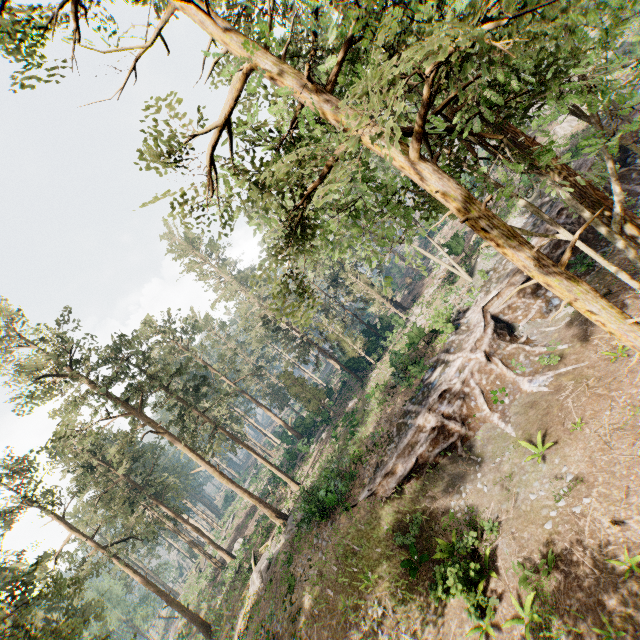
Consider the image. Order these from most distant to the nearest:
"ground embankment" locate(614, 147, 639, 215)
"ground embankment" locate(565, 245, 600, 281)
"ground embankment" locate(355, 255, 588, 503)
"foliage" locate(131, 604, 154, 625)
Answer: "foliage" locate(131, 604, 154, 625), "ground embankment" locate(614, 147, 639, 215), "ground embankment" locate(565, 245, 600, 281), "ground embankment" locate(355, 255, 588, 503)

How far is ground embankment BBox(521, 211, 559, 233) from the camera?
23.81m

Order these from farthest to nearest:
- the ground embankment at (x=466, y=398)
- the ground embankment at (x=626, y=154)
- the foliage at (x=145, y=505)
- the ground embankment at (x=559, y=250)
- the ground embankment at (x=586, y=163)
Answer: the ground embankment at (x=586, y=163)
the ground embankment at (x=559, y=250)
the ground embankment at (x=626, y=154)
the ground embankment at (x=466, y=398)
the foliage at (x=145, y=505)

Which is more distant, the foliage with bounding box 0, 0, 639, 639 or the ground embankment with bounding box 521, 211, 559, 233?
the ground embankment with bounding box 521, 211, 559, 233

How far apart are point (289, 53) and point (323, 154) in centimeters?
258cm

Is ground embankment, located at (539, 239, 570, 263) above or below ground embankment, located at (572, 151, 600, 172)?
below

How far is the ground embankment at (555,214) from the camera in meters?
23.4
